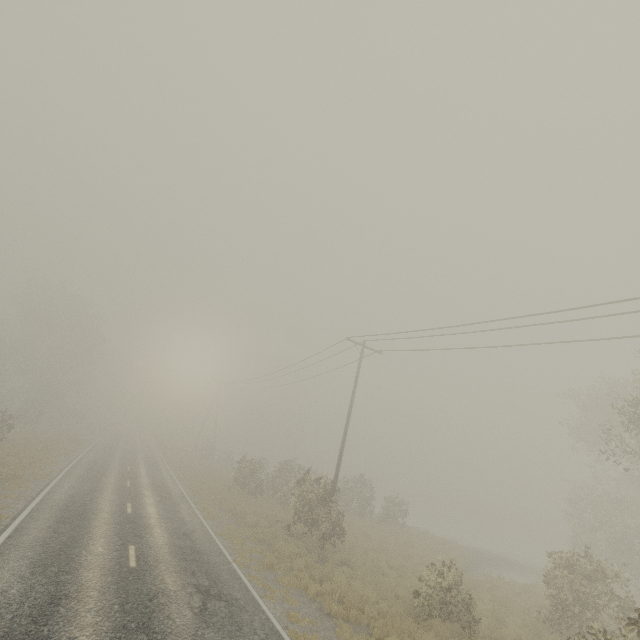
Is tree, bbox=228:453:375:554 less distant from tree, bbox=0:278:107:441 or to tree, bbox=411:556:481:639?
tree, bbox=411:556:481:639

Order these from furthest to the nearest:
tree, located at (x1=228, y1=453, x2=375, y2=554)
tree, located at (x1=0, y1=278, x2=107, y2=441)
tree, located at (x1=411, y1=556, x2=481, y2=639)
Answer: tree, located at (x1=0, y1=278, x2=107, y2=441)
tree, located at (x1=228, y1=453, x2=375, y2=554)
tree, located at (x1=411, y1=556, x2=481, y2=639)

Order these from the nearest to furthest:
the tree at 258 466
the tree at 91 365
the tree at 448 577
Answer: the tree at 448 577, the tree at 258 466, the tree at 91 365

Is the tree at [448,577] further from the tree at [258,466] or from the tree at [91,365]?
the tree at [91,365]

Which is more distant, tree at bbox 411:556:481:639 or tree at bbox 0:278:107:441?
tree at bbox 0:278:107:441

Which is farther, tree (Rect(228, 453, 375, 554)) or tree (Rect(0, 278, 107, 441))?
tree (Rect(0, 278, 107, 441))

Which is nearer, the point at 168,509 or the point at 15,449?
the point at 168,509

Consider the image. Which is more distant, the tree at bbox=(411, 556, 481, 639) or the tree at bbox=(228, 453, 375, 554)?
the tree at bbox=(228, 453, 375, 554)
